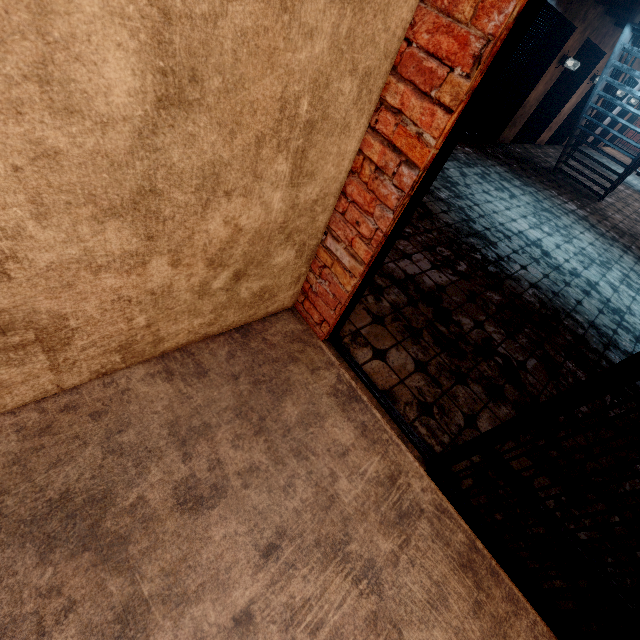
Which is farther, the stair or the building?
the building

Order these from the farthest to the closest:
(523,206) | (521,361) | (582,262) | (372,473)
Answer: (523,206) < (582,262) < (521,361) < (372,473)

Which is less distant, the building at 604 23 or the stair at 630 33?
the stair at 630 33
